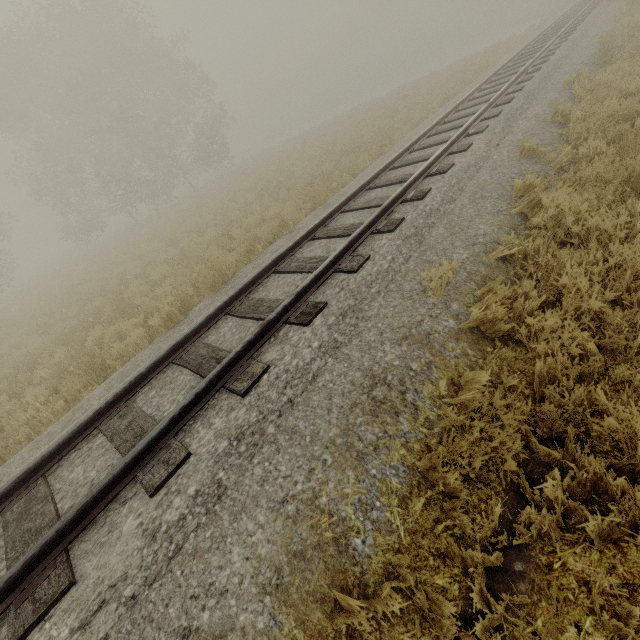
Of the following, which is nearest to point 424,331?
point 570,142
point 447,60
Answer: point 570,142
